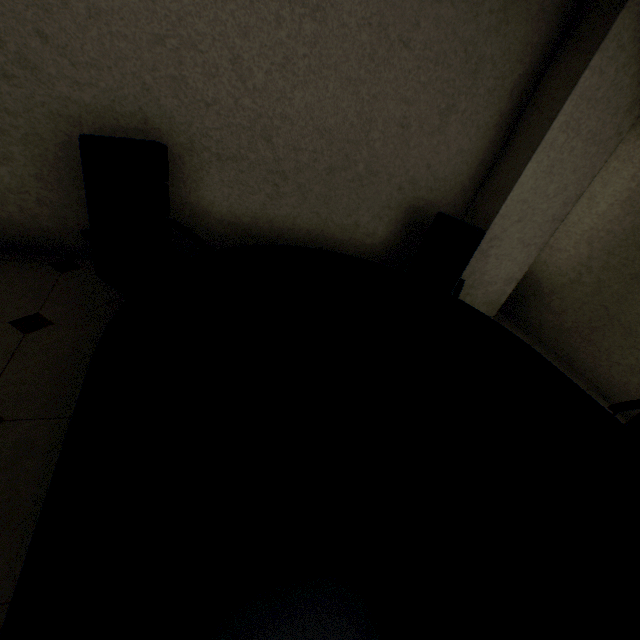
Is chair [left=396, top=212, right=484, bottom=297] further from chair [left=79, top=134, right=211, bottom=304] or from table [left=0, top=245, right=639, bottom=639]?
chair [left=79, top=134, right=211, bottom=304]

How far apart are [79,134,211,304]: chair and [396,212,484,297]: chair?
1.7m

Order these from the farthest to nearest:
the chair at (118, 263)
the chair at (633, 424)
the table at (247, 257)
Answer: the chair at (633, 424) < the chair at (118, 263) < the table at (247, 257)

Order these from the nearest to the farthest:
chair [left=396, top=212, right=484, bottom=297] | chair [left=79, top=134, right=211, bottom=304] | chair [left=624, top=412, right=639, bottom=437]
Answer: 1. chair [left=79, top=134, right=211, bottom=304]
2. chair [left=624, top=412, right=639, bottom=437]
3. chair [left=396, top=212, right=484, bottom=297]

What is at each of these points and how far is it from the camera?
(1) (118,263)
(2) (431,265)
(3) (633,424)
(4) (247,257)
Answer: (1) chair, 1.71m
(2) chair, 3.16m
(3) chair, 2.22m
(4) table, 2.00m

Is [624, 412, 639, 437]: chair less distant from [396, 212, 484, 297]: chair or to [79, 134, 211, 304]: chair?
[396, 212, 484, 297]: chair

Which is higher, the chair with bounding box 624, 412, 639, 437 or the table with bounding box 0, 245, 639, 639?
the table with bounding box 0, 245, 639, 639

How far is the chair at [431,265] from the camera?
2.95m
